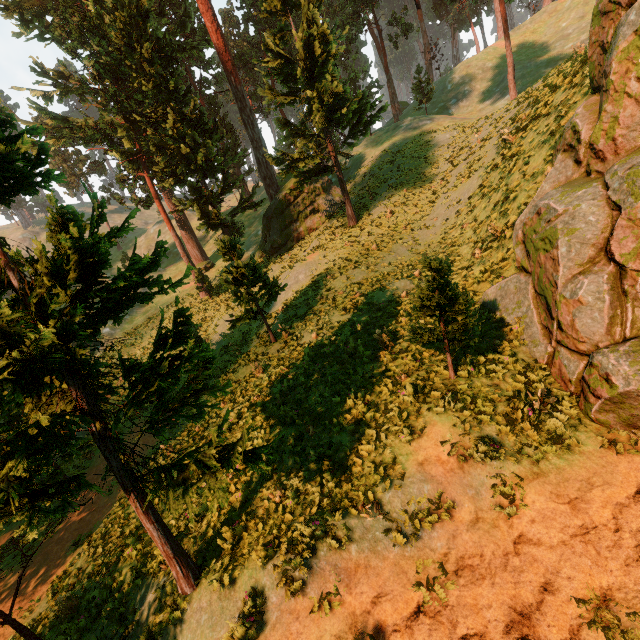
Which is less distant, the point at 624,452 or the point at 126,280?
the point at 126,280

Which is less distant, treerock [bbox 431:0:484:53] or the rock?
the rock

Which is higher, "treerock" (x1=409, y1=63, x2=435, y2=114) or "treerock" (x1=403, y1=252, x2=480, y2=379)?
"treerock" (x1=409, y1=63, x2=435, y2=114)

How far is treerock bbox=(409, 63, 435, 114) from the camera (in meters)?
40.03

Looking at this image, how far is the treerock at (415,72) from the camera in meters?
40.0

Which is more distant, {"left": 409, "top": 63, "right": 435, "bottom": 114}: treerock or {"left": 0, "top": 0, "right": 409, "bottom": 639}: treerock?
{"left": 409, "top": 63, "right": 435, "bottom": 114}: treerock

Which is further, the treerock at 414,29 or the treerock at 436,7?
the treerock at 436,7

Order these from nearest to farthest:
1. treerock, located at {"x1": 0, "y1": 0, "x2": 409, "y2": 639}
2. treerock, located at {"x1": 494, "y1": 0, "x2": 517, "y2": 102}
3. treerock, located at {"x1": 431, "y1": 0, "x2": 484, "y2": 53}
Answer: treerock, located at {"x1": 0, "y1": 0, "x2": 409, "y2": 639}
treerock, located at {"x1": 494, "y1": 0, "x2": 517, "y2": 102}
treerock, located at {"x1": 431, "y1": 0, "x2": 484, "y2": 53}
